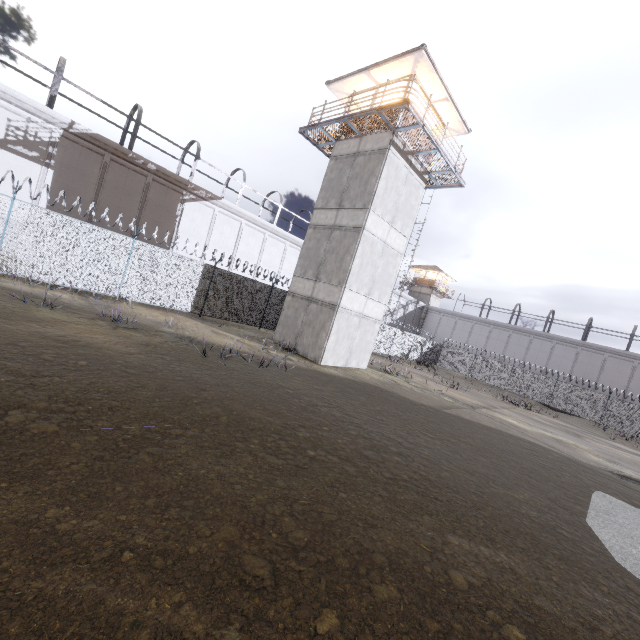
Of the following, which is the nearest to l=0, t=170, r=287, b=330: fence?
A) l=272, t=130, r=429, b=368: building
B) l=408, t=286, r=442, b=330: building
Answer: l=272, t=130, r=429, b=368: building

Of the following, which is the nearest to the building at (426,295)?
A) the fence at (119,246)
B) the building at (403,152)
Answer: the fence at (119,246)

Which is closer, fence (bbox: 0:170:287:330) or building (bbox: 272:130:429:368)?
fence (bbox: 0:170:287:330)

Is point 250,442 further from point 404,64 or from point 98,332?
point 404,64

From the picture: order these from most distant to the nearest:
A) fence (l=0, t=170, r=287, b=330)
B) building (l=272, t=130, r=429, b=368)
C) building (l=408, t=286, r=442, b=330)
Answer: building (l=408, t=286, r=442, b=330), building (l=272, t=130, r=429, b=368), fence (l=0, t=170, r=287, b=330)

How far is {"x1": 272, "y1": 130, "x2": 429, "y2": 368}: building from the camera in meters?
15.9
